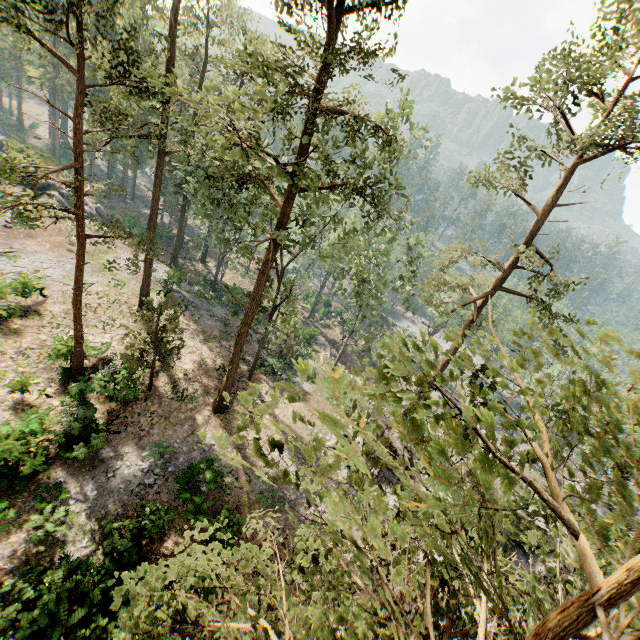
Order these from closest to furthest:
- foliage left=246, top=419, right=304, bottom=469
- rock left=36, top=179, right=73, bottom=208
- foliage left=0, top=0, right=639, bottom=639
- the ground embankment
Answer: foliage left=0, top=0, right=639, bottom=639 → foliage left=246, top=419, right=304, bottom=469 → rock left=36, top=179, right=73, bottom=208 → the ground embankment

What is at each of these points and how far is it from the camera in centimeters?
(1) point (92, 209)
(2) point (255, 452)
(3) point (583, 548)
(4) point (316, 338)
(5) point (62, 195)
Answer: (1) rock, 4506cm
(2) foliage, 279cm
(3) foliage, 193cm
(4) ground embankment, 4841cm
(5) rock, 4162cm

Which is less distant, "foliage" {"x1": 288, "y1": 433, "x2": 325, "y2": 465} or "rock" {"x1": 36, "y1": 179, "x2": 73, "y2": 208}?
"foliage" {"x1": 288, "y1": 433, "x2": 325, "y2": 465}

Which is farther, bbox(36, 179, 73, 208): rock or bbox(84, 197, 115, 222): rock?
bbox(84, 197, 115, 222): rock

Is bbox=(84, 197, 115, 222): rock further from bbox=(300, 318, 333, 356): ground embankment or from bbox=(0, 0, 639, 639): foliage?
bbox=(300, 318, 333, 356): ground embankment

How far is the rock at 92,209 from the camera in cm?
4431
